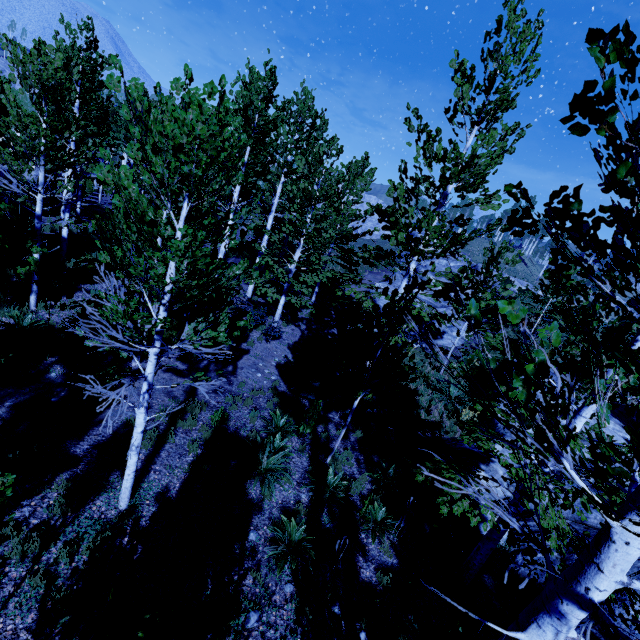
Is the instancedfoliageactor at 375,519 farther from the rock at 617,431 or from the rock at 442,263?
the rock at 442,263

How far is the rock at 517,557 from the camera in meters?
7.5

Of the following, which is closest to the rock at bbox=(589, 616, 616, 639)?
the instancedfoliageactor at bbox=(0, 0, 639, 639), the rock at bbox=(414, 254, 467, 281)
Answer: the instancedfoliageactor at bbox=(0, 0, 639, 639)

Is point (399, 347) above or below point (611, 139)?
below

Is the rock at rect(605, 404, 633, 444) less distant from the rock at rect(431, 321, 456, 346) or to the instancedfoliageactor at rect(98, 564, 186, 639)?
the instancedfoliageactor at rect(98, 564, 186, 639)

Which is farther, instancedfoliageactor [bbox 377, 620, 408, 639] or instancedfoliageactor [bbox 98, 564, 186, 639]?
instancedfoliageactor [bbox 377, 620, 408, 639]
